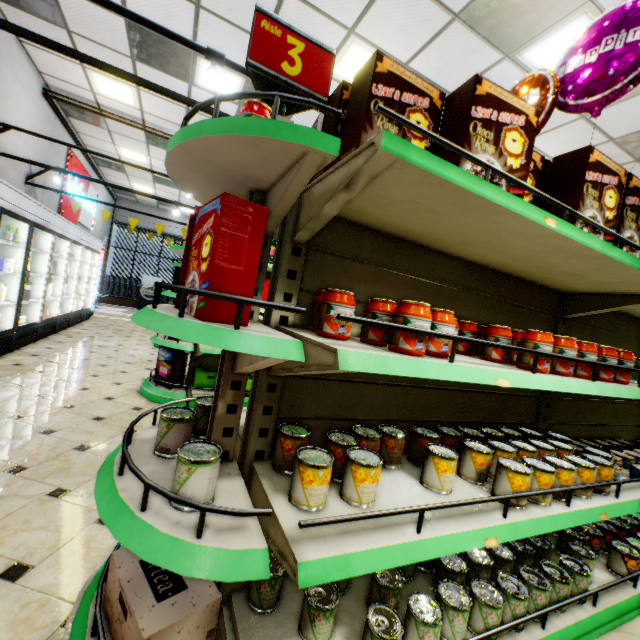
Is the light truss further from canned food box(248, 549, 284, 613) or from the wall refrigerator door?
canned food box(248, 549, 284, 613)

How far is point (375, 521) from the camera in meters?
1.1

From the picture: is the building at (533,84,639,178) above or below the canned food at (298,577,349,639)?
above

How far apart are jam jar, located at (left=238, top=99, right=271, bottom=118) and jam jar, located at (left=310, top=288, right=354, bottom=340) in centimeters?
56cm

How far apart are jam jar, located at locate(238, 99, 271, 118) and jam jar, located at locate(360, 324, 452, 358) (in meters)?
0.73

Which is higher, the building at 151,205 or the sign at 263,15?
the building at 151,205

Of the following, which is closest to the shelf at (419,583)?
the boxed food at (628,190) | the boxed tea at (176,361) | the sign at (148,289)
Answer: the boxed food at (628,190)

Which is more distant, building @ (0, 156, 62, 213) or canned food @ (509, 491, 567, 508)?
building @ (0, 156, 62, 213)
